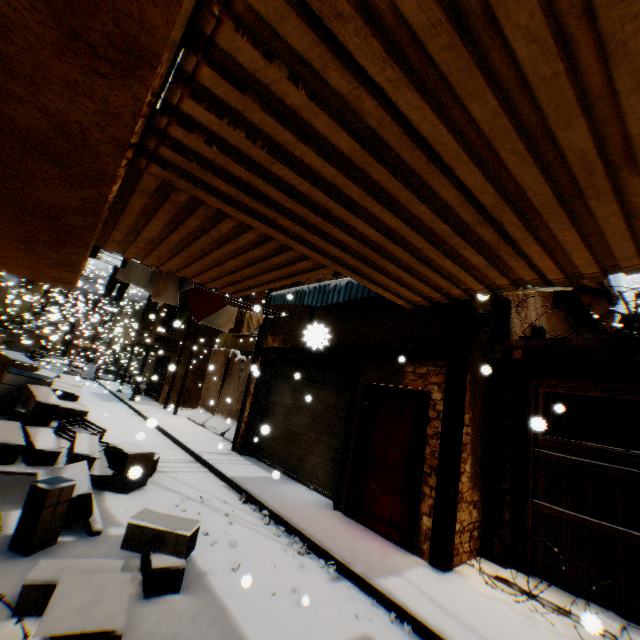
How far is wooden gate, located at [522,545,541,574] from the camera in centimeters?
489cm

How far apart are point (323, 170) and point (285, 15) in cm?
81

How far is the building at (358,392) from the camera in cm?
507

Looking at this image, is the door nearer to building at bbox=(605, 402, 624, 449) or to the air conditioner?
building at bbox=(605, 402, 624, 449)

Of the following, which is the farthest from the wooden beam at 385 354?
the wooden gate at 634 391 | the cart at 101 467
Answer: the cart at 101 467

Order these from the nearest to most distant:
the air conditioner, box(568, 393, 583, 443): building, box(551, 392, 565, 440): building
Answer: box(551, 392, 565, 440): building → box(568, 393, 583, 443): building → the air conditioner

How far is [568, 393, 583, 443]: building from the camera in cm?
780

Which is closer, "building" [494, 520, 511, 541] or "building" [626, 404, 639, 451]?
"building" [494, 520, 511, 541]
